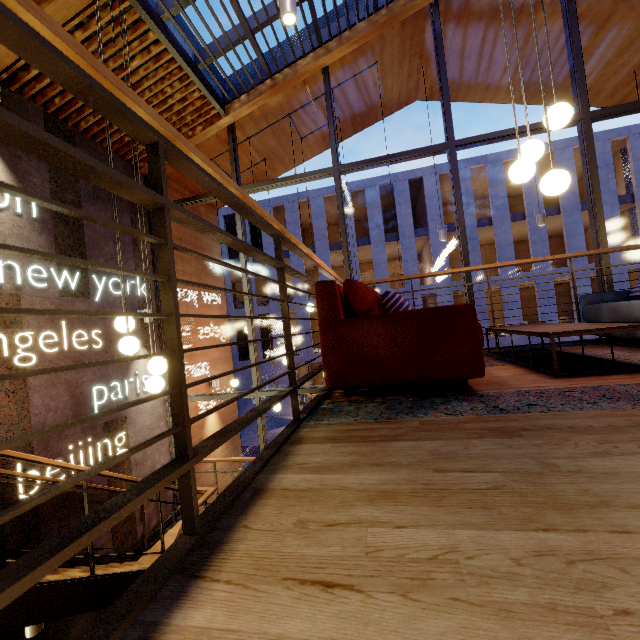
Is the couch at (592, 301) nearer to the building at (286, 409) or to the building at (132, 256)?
the building at (132, 256)

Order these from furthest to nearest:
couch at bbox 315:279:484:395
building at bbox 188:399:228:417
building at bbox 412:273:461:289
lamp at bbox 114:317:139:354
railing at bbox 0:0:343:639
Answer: building at bbox 412:273:461:289, building at bbox 188:399:228:417, lamp at bbox 114:317:139:354, couch at bbox 315:279:484:395, railing at bbox 0:0:343:639

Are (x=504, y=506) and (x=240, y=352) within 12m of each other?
no

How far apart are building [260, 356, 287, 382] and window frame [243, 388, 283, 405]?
16.8m

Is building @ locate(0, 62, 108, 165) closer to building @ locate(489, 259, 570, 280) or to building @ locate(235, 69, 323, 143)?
building @ locate(235, 69, 323, 143)

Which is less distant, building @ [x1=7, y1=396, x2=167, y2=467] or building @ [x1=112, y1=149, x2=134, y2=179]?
building @ [x1=7, y1=396, x2=167, y2=467]

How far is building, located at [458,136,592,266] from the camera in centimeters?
2002cm

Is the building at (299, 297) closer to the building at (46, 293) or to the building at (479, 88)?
the building at (479, 88)
